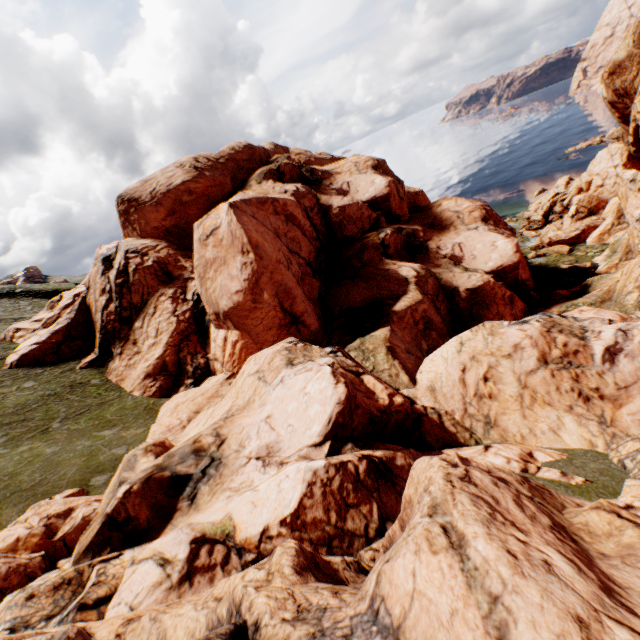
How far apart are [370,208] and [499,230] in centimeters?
1411cm
